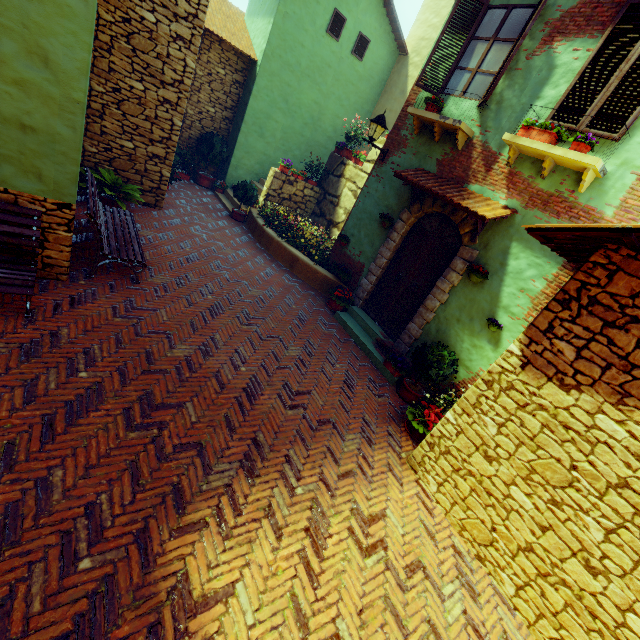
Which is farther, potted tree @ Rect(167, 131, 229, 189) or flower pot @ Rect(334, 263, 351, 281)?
potted tree @ Rect(167, 131, 229, 189)

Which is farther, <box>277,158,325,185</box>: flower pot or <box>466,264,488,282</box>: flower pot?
<box>277,158,325,185</box>: flower pot

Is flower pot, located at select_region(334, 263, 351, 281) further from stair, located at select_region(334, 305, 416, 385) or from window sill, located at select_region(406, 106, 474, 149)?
window sill, located at select_region(406, 106, 474, 149)

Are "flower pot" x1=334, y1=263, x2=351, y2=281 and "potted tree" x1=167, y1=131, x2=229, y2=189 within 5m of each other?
no

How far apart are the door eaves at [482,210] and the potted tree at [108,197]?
5.8m

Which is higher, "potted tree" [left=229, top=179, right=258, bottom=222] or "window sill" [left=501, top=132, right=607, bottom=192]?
"window sill" [left=501, top=132, right=607, bottom=192]

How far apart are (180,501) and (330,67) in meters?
14.6

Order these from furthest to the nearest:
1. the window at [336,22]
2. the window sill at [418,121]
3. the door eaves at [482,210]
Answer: the window at [336,22]
the window sill at [418,121]
the door eaves at [482,210]
